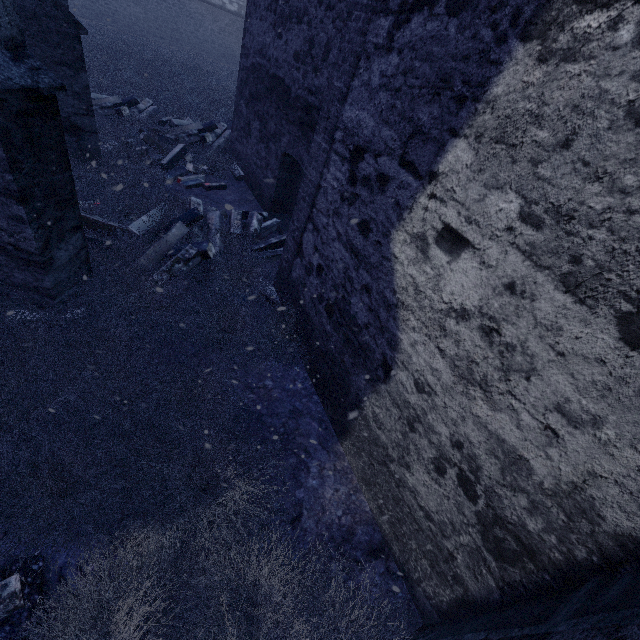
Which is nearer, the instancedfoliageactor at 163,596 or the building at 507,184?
the building at 507,184

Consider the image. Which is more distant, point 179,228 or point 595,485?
point 179,228

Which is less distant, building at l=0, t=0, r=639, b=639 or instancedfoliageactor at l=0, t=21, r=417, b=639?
building at l=0, t=0, r=639, b=639

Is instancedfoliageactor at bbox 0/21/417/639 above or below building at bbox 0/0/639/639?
below

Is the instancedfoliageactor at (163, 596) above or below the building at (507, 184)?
below
